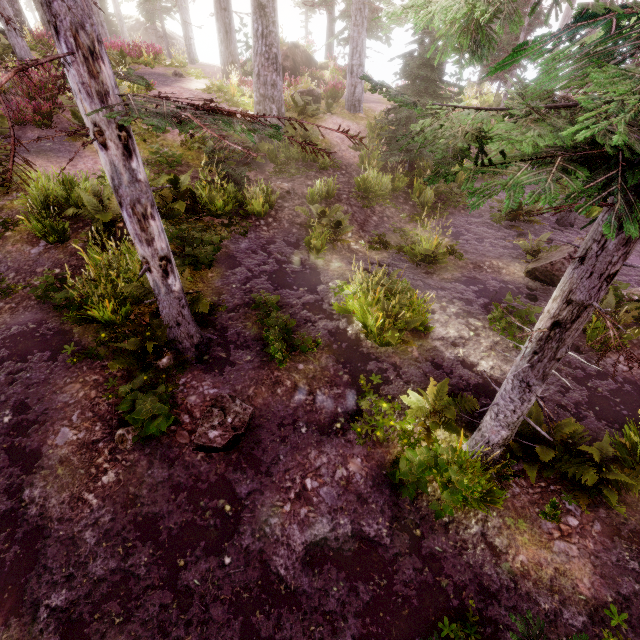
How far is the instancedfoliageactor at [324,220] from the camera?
8.97m

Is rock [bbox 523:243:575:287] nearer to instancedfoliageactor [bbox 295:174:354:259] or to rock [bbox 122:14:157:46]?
instancedfoliageactor [bbox 295:174:354:259]

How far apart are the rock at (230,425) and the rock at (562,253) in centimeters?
799cm

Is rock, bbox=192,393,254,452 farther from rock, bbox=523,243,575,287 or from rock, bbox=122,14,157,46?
rock, bbox=122,14,157,46

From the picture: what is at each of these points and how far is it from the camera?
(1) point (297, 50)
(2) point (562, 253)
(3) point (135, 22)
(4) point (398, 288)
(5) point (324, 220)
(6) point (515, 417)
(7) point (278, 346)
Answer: (1) rock, 22.5m
(2) rock, 8.4m
(3) rock, 33.8m
(4) instancedfoliageactor, 7.0m
(5) instancedfoliageactor, 9.2m
(6) instancedfoliageactor, 4.2m
(7) instancedfoliageactor, 6.1m

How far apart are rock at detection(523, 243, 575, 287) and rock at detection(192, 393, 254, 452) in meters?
8.0 m

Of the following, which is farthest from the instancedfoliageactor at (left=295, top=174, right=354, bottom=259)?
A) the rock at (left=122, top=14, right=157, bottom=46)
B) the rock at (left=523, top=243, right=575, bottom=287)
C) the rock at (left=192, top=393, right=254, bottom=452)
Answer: the rock at (left=192, top=393, right=254, bottom=452)

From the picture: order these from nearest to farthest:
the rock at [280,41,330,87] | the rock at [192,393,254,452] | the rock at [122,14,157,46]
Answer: the rock at [192,393,254,452] → the rock at [280,41,330,87] → the rock at [122,14,157,46]
